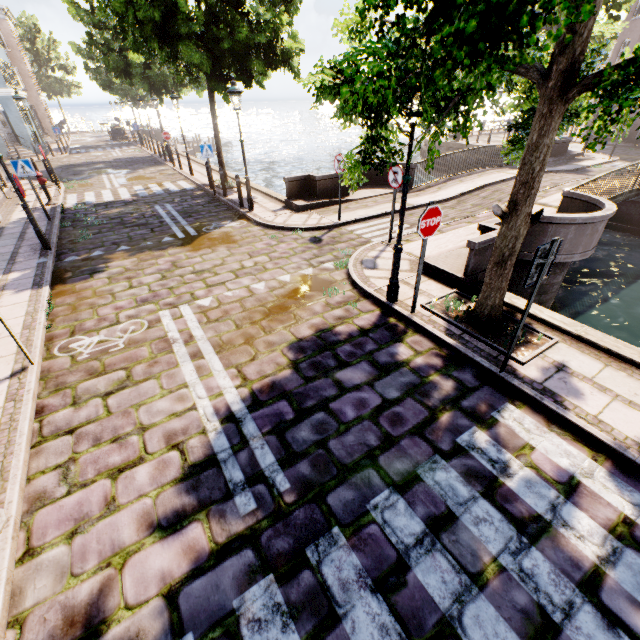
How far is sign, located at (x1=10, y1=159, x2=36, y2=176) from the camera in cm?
1012

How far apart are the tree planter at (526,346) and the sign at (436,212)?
1.4m

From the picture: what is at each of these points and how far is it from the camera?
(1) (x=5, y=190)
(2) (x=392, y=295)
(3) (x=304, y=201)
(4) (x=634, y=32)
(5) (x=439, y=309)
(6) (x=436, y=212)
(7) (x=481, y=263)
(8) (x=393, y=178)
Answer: (1) building, 14.36m
(2) street light, 6.11m
(3) bridge, 11.79m
(4) building, 23.48m
(5) tree planter, 5.98m
(6) sign, 4.93m
(7) bridge, 6.64m
(8) sign, 7.93m

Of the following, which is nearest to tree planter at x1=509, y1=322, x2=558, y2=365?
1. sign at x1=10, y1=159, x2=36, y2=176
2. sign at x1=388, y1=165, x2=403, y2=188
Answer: sign at x1=388, y1=165, x2=403, y2=188

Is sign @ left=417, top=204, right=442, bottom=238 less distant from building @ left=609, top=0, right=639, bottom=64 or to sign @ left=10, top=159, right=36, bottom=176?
sign @ left=10, top=159, right=36, bottom=176

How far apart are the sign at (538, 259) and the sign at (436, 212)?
1.7m

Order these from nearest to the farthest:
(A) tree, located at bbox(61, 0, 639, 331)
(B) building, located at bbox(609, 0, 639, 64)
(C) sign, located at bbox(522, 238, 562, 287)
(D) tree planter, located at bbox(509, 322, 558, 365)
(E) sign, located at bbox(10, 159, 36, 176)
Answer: (A) tree, located at bbox(61, 0, 639, 331) < (C) sign, located at bbox(522, 238, 562, 287) < (D) tree planter, located at bbox(509, 322, 558, 365) < (E) sign, located at bbox(10, 159, 36, 176) < (B) building, located at bbox(609, 0, 639, 64)

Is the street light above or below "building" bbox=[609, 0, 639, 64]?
below
